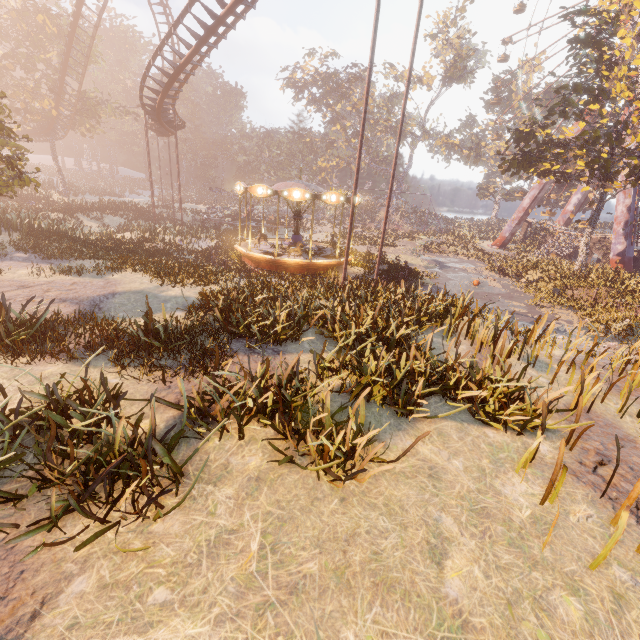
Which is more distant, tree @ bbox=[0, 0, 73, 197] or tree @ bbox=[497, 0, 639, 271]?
tree @ bbox=[0, 0, 73, 197]

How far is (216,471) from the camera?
4.73m

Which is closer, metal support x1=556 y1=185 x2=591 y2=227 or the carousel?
the carousel

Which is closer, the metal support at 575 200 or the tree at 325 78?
the metal support at 575 200

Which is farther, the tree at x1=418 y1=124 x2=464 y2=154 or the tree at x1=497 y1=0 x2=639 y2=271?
the tree at x1=418 y1=124 x2=464 y2=154

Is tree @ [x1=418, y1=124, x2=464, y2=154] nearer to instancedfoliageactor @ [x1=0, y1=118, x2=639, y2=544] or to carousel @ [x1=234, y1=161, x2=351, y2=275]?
carousel @ [x1=234, y1=161, x2=351, y2=275]

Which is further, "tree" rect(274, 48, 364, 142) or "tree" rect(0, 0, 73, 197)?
"tree" rect(274, 48, 364, 142)

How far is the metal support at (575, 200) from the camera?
40.7m
